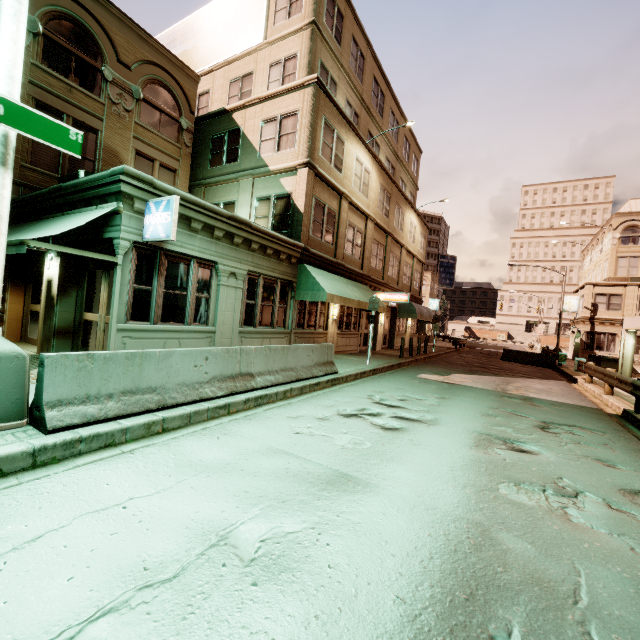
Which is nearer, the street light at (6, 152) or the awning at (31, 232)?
the street light at (6, 152)

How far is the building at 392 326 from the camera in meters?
22.0

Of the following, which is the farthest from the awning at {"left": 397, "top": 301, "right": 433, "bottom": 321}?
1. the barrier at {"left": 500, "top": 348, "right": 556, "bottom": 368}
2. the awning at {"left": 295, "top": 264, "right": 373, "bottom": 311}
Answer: the awning at {"left": 295, "top": 264, "right": 373, "bottom": 311}

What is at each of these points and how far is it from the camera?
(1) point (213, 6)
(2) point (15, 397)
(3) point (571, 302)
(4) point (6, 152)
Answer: (1) sign, 18.00m
(2) street light, 4.16m
(3) sign, 36.16m
(4) street light, 4.10m

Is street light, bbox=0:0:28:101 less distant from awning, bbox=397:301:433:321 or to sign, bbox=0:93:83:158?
sign, bbox=0:93:83:158

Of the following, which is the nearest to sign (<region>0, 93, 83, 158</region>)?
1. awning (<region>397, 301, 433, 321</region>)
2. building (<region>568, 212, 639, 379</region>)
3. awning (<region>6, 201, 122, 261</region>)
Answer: awning (<region>6, 201, 122, 261</region>)

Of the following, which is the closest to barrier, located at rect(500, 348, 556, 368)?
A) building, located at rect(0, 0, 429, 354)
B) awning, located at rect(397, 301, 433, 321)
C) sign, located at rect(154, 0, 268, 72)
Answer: awning, located at rect(397, 301, 433, 321)

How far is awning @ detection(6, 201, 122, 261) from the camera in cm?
615
